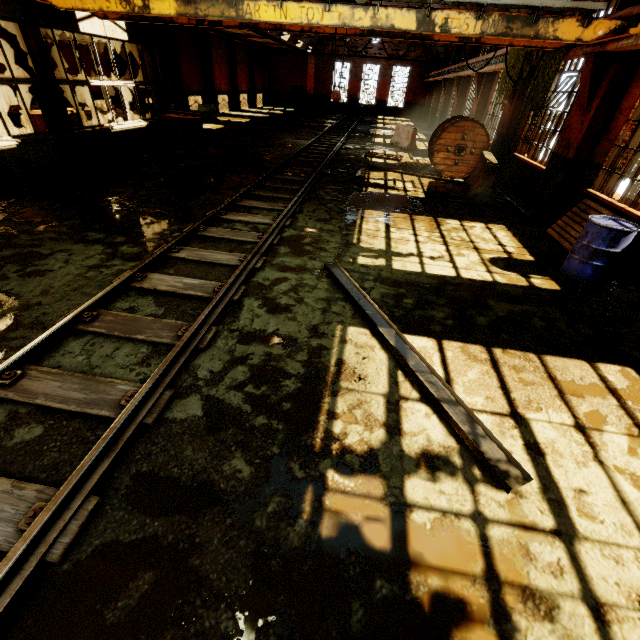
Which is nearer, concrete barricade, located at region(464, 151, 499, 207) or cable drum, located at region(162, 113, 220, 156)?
concrete barricade, located at region(464, 151, 499, 207)

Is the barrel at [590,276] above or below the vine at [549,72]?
below

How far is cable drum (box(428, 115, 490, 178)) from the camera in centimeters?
1085cm

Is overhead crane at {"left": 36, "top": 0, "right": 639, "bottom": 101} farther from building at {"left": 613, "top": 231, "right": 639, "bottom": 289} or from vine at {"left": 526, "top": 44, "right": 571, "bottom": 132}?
vine at {"left": 526, "top": 44, "right": 571, "bottom": 132}

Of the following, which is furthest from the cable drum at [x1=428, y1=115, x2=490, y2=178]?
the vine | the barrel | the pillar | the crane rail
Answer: the pillar

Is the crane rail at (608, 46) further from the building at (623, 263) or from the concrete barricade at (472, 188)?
the concrete barricade at (472, 188)

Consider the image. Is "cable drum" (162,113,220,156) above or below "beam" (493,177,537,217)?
above

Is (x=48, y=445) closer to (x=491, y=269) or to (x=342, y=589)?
(x=342, y=589)
